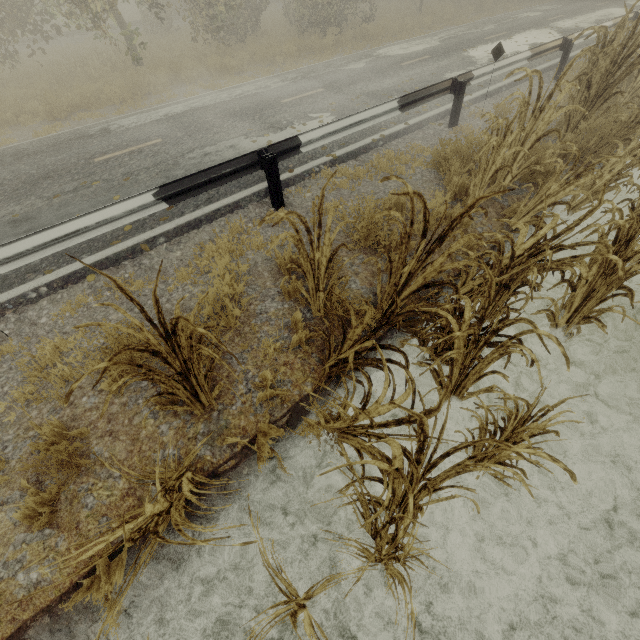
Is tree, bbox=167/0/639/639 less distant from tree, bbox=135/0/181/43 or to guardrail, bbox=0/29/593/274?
guardrail, bbox=0/29/593/274

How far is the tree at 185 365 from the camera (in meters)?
1.78

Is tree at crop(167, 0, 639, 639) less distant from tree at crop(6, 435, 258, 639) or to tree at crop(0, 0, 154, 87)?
tree at crop(6, 435, 258, 639)

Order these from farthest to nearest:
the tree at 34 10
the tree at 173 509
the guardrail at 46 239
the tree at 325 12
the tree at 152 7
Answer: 1. the tree at 325 12
2. the tree at 152 7
3. the tree at 34 10
4. the guardrail at 46 239
5. the tree at 173 509

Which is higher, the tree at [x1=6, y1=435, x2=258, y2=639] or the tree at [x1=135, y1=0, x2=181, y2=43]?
the tree at [x1=135, y1=0, x2=181, y2=43]

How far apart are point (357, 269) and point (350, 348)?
1.9m

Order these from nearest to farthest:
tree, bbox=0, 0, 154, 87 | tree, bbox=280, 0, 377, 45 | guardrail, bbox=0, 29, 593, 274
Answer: guardrail, bbox=0, 29, 593, 274 → tree, bbox=0, 0, 154, 87 → tree, bbox=280, 0, 377, 45

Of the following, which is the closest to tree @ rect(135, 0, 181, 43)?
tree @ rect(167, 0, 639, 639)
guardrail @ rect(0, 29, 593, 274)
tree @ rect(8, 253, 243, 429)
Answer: guardrail @ rect(0, 29, 593, 274)
